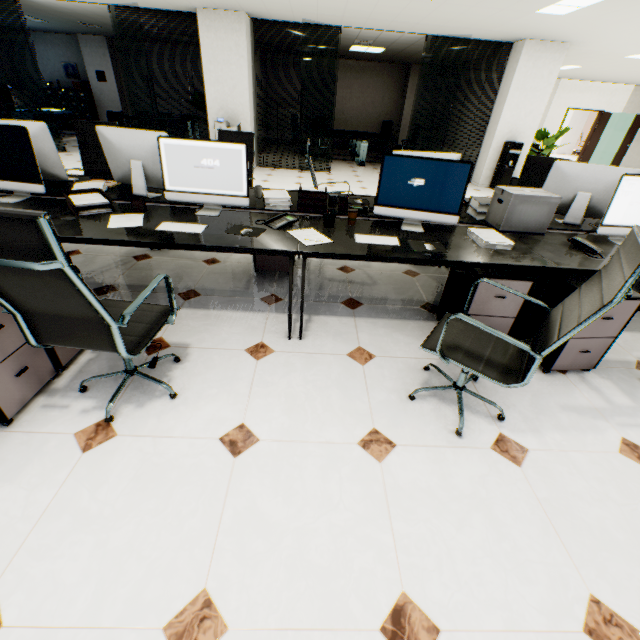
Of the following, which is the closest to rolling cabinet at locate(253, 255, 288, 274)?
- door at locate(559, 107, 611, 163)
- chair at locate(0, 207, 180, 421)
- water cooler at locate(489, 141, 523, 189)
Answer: chair at locate(0, 207, 180, 421)

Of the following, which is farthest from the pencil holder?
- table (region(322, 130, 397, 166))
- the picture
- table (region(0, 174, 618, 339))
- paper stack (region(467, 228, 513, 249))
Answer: the picture

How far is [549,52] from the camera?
7.0 meters

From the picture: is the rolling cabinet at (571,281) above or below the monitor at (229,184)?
below

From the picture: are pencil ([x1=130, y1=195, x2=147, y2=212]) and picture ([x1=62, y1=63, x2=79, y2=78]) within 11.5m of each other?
no

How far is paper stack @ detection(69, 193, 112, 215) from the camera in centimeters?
228cm

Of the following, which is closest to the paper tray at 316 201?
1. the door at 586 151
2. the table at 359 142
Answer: the table at 359 142

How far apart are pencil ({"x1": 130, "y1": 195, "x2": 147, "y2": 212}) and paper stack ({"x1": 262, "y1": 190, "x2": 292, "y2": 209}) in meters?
0.9 m
